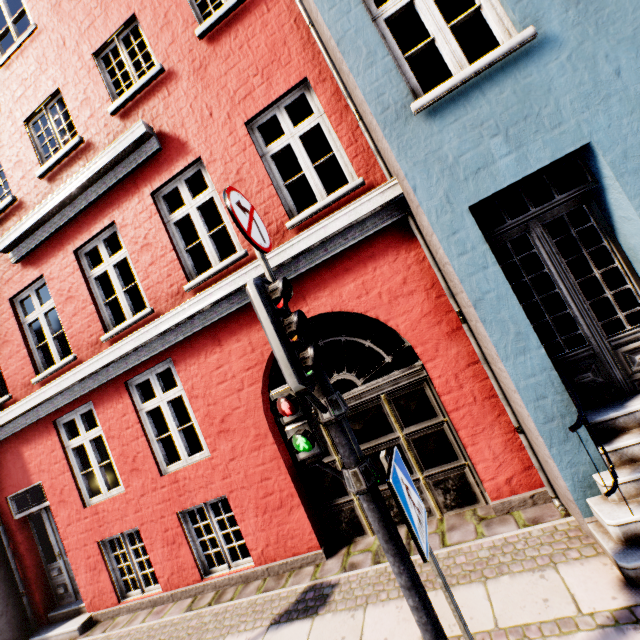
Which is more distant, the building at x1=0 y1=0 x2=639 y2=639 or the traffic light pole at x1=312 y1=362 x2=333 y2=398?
the building at x1=0 y1=0 x2=639 y2=639

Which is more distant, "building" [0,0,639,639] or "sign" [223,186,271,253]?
"building" [0,0,639,639]

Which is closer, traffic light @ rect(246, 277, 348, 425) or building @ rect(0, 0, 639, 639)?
traffic light @ rect(246, 277, 348, 425)

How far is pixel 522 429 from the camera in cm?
384

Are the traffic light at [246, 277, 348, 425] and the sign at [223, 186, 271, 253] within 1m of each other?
yes

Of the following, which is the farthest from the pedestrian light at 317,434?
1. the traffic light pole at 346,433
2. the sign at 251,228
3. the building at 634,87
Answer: the building at 634,87

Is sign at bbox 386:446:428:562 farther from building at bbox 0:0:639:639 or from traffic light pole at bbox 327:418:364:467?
building at bbox 0:0:639:639

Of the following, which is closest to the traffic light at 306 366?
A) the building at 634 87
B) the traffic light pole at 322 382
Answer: the traffic light pole at 322 382
